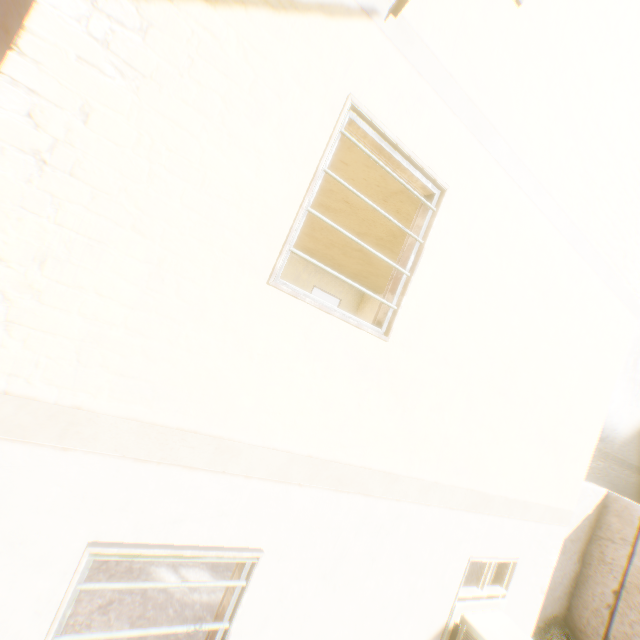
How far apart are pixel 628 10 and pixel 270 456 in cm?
612
